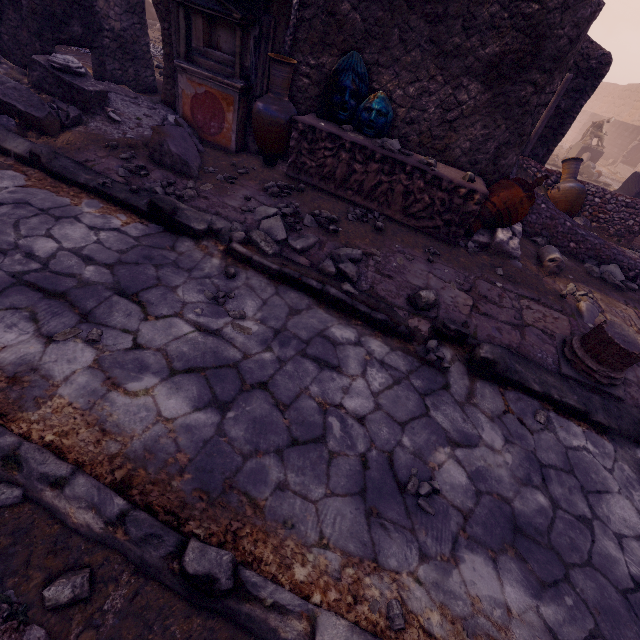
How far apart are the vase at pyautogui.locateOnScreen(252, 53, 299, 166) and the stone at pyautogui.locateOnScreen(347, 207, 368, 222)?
1.43m

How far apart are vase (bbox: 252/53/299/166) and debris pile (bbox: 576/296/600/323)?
3.1 meters

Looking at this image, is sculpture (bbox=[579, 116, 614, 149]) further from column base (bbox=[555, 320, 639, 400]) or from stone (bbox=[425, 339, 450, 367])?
stone (bbox=[425, 339, 450, 367])

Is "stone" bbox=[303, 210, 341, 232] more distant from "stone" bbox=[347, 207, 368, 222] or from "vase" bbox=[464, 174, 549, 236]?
"vase" bbox=[464, 174, 549, 236]

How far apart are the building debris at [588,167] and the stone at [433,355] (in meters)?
17.92

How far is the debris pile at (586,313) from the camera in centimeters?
406cm

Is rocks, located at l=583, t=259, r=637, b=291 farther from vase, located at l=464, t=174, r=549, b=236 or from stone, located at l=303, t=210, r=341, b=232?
stone, located at l=303, t=210, r=341, b=232

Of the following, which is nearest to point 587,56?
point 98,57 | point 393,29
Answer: point 393,29
